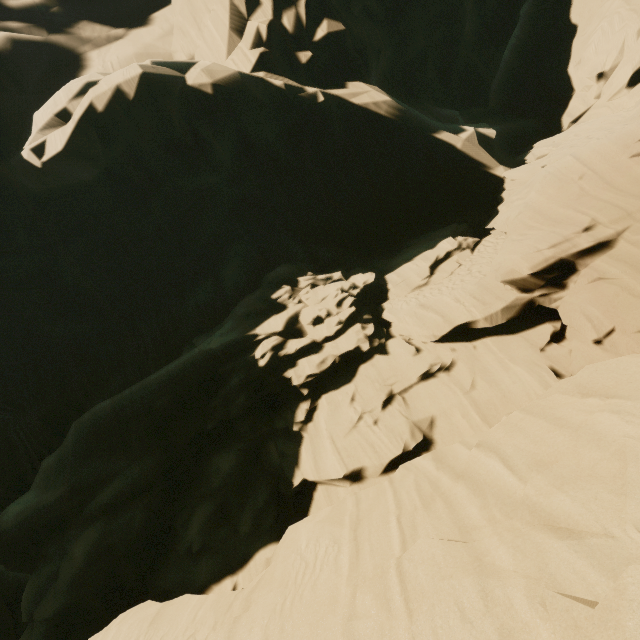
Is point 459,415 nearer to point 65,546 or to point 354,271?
point 354,271
